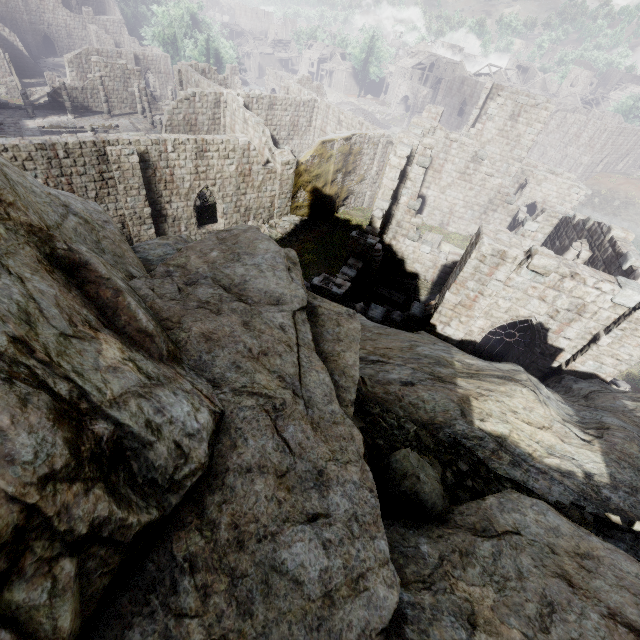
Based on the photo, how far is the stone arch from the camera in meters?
49.2 m

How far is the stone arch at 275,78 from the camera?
49.2 meters

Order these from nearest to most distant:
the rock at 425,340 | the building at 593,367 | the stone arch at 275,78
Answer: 1. the rock at 425,340
2. the building at 593,367
3. the stone arch at 275,78

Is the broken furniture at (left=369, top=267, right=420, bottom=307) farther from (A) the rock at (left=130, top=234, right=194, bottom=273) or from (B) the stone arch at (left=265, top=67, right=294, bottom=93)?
(B) the stone arch at (left=265, top=67, right=294, bottom=93)

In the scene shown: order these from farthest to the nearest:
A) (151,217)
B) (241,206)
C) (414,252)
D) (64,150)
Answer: (241,206)
(414,252)
(151,217)
(64,150)

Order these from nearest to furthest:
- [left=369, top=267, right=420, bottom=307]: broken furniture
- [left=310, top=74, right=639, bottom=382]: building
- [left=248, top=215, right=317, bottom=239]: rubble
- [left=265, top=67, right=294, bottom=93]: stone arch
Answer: [left=310, top=74, right=639, bottom=382]: building → [left=369, top=267, right=420, bottom=307]: broken furniture → [left=248, top=215, right=317, bottom=239]: rubble → [left=265, top=67, right=294, bottom=93]: stone arch

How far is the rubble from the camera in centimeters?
2377cm

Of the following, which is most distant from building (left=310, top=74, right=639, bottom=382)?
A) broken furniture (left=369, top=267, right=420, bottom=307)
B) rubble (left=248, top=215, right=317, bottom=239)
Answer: broken furniture (left=369, top=267, right=420, bottom=307)
